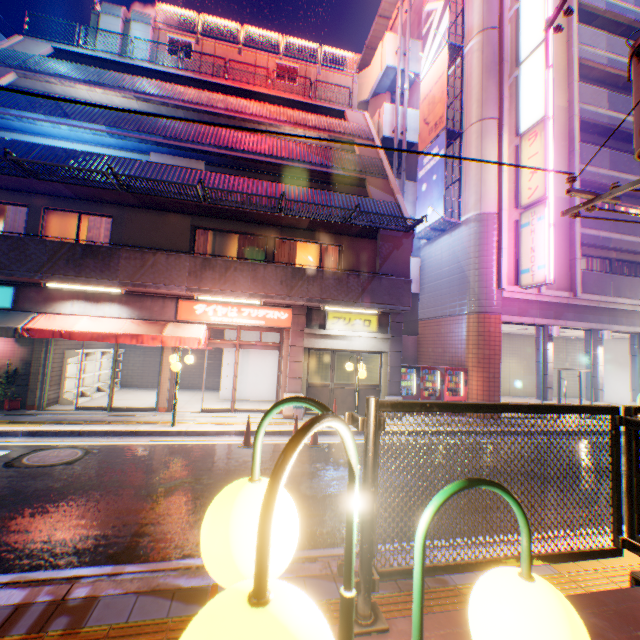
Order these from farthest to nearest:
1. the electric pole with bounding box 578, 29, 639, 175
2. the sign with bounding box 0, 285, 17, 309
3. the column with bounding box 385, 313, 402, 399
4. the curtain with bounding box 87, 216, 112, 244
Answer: the column with bounding box 385, 313, 402, 399
the curtain with bounding box 87, 216, 112, 244
the sign with bounding box 0, 285, 17, 309
the electric pole with bounding box 578, 29, 639, 175

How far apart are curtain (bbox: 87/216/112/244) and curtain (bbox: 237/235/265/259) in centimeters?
419cm

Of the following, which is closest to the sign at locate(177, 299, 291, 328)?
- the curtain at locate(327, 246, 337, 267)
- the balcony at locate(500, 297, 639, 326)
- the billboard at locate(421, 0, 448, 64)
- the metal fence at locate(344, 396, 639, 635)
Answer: the curtain at locate(327, 246, 337, 267)

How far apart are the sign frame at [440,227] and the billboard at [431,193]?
0.0 meters

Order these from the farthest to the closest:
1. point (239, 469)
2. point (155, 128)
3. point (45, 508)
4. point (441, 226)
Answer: point (441, 226)
point (155, 128)
point (239, 469)
point (45, 508)

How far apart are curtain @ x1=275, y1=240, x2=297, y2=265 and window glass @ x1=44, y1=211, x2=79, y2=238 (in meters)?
6.43

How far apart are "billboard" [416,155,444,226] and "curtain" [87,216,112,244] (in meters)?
13.69

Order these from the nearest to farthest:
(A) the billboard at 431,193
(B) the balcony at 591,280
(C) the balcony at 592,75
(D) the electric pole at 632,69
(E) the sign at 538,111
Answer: (D) the electric pole at 632,69 < (E) the sign at 538,111 < (B) the balcony at 591,280 < (A) the billboard at 431,193 < (C) the balcony at 592,75
